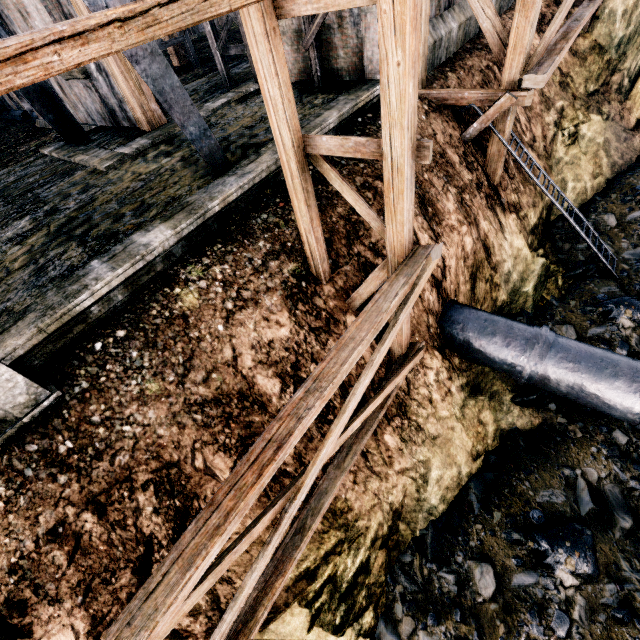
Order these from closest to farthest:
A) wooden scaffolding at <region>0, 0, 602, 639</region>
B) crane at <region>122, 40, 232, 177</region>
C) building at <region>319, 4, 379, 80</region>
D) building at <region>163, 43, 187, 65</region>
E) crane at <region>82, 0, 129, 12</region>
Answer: wooden scaffolding at <region>0, 0, 602, 639</region> → crane at <region>82, 0, 129, 12</region> → crane at <region>122, 40, 232, 177</region> → building at <region>319, 4, 379, 80</region> → building at <region>163, 43, 187, 65</region>

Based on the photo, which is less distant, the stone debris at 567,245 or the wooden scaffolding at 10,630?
the wooden scaffolding at 10,630

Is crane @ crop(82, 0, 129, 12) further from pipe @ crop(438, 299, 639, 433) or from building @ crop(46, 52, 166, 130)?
pipe @ crop(438, 299, 639, 433)

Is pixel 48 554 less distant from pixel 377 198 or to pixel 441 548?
pixel 441 548

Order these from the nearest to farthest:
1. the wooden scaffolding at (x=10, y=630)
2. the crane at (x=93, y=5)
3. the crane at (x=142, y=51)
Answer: the wooden scaffolding at (x=10, y=630)
the crane at (x=93, y=5)
the crane at (x=142, y=51)

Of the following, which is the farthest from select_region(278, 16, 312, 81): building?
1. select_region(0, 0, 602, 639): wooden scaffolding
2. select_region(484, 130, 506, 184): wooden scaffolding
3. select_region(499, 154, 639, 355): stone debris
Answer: select_region(499, 154, 639, 355): stone debris

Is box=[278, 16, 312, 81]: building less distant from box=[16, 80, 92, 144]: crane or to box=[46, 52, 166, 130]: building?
box=[46, 52, 166, 130]: building

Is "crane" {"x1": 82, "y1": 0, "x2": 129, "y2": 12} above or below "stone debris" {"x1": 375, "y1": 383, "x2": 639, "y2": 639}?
above
